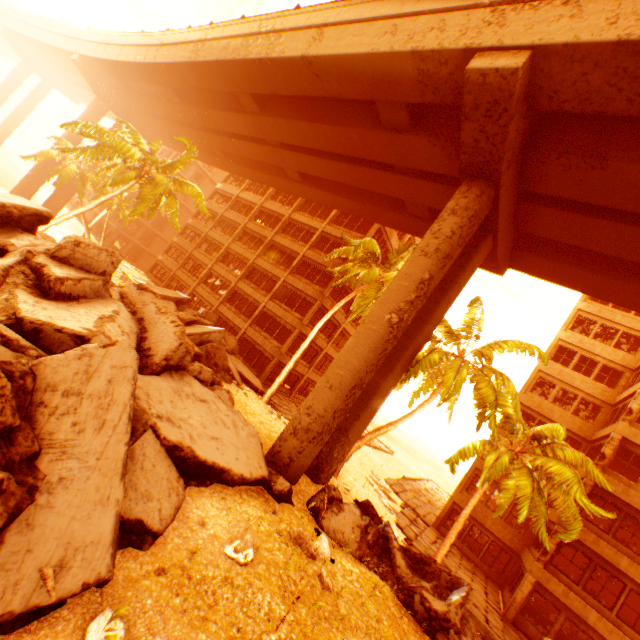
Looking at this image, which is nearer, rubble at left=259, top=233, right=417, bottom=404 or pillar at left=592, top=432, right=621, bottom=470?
pillar at left=592, top=432, right=621, bottom=470

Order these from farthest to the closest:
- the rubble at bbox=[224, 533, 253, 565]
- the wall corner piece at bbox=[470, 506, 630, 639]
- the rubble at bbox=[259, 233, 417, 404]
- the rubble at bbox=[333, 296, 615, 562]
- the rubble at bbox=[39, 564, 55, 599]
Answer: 1. the rubble at bbox=[259, 233, 417, 404]
2. the wall corner piece at bbox=[470, 506, 630, 639]
3. the rubble at bbox=[333, 296, 615, 562]
4. the rubble at bbox=[224, 533, 253, 565]
5. the rubble at bbox=[39, 564, 55, 599]

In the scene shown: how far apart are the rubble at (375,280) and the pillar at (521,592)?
16.7 meters

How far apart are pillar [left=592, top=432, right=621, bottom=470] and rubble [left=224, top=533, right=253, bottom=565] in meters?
20.1 m

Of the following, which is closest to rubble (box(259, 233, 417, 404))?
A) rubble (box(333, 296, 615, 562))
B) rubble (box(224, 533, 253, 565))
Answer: rubble (box(333, 296, 615, 562))

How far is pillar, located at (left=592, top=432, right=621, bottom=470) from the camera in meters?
17.5 m

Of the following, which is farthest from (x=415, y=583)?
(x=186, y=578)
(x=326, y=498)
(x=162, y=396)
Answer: (x=162, y=396)

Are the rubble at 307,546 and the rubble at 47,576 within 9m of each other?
yes
